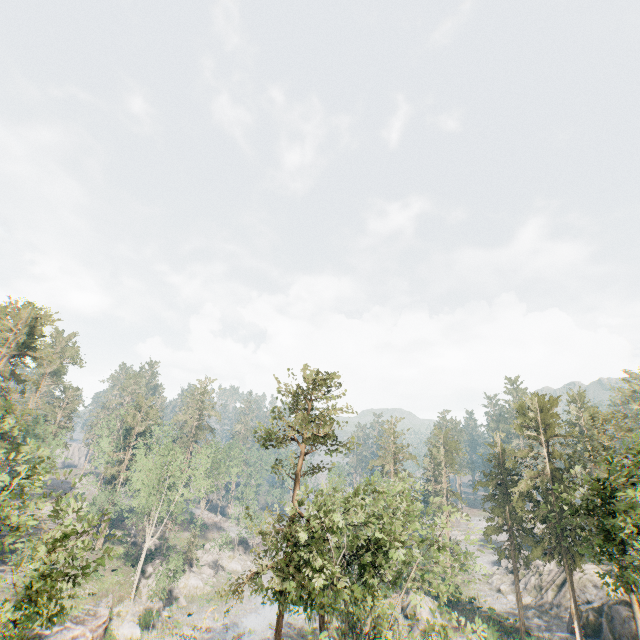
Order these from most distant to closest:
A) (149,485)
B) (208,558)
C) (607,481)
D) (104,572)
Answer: (208,558) → (104,572) → (149,485) → (607,481)

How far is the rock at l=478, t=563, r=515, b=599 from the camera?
51.9 meters

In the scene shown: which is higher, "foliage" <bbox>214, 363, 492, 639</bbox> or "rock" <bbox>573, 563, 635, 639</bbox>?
"foliage" <bbox>214, 363, 492, 639</bbox>

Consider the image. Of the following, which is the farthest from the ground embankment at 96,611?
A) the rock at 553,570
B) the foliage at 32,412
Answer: the rock at 553,570

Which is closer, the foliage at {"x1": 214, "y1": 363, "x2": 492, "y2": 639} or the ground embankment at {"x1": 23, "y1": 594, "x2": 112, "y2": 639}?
the foliage at {"x1": 214, "y1": 363, "x2": 492, "y2": 639}

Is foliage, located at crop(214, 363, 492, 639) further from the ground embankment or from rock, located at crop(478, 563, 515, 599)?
rock, located at crop(478, 563, 515, 599)

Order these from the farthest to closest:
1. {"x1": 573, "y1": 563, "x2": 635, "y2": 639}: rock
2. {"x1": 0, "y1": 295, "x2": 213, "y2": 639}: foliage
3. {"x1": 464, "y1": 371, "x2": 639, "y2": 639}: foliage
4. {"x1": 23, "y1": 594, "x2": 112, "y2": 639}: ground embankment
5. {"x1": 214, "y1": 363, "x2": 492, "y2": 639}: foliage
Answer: {"x1": 573, "y1": 563, "x2": 635, "y2": 639}: rock
{"x1": 23, "y1": 594, "x2": 112, "y2": 639}: ground embankment
{"x1": 464, "y1": 371, "x2": 639, "y2": 639}: foliage
{"x1": 214, "y1": 363, "x2": 492, "y2": 639}: foliage
{"x1": 0, "y1": 295, "x2": 213, "y2": 639}: foliage

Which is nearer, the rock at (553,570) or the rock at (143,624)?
the rock at (143,624)
